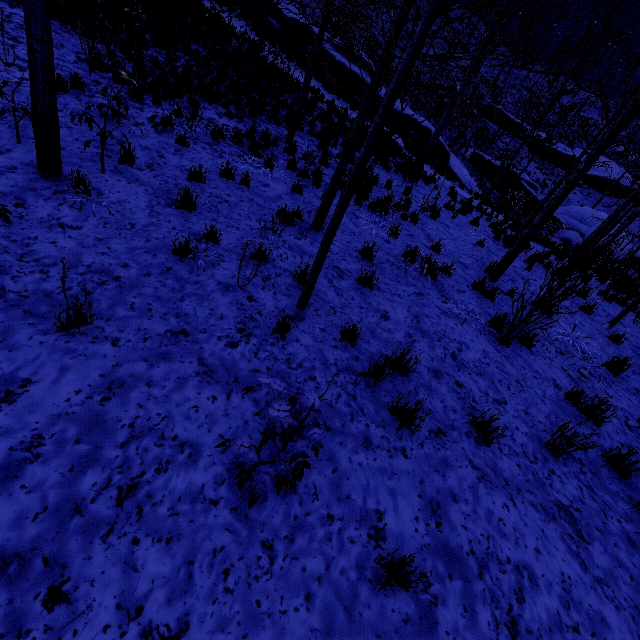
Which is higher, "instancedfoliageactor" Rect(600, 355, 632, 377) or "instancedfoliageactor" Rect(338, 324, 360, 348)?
"instancedfoliageactor" Rect(600, 355, 632, 377)

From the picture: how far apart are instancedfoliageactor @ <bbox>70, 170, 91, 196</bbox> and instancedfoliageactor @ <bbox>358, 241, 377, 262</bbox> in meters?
2.2 m

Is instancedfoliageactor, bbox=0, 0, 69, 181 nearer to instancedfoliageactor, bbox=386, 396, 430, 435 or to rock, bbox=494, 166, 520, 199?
instancedfoliageactor, bbox=386, 396, 430, 435

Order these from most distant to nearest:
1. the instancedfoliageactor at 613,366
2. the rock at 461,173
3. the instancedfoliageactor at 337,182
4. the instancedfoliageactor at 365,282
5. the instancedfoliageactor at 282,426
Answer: the rock at 461,173 < the instancedfoliageactor at 613,366 < the instancedfoliageactor at 365,282 < the instancedfoliageactor at 337,182 < the instancedfoliageactor at 282,426

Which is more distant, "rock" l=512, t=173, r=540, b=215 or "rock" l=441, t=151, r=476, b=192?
"rock" l=512, t=173, r=540, b=215

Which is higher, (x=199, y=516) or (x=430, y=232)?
(x=430, y=232)

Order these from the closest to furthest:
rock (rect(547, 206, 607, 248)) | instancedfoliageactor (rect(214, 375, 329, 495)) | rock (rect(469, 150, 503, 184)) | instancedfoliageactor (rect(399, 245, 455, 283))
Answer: instancedfoliageactor (rect(214, 375, 329, 495))
instancedfoliageactor (rect(399, 245, 455, 283))
rock (rect(547, 206, 607, 248))
rock (rect(469, 150, 503, 184))

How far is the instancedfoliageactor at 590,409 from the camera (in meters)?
4.56
